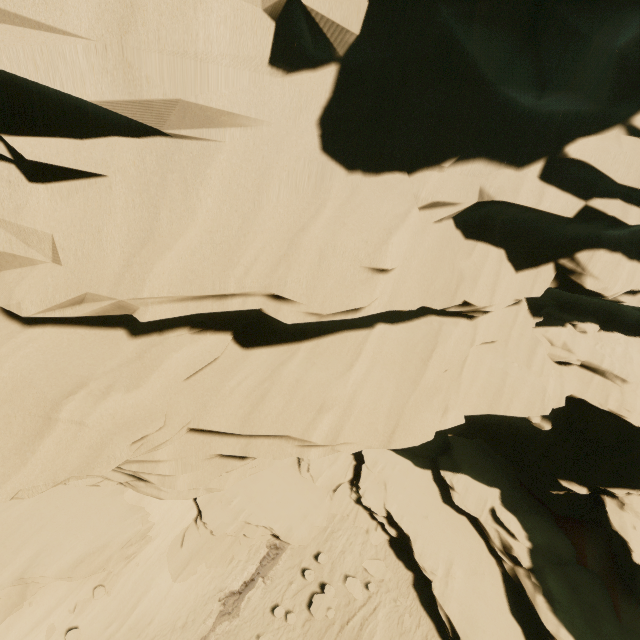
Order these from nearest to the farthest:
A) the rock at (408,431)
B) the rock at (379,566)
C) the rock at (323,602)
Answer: the rock at (408,431) < the rock at (323,602) < the rock at (379,566)

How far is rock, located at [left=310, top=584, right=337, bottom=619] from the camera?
13.99m

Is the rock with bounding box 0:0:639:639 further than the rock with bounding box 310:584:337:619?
No

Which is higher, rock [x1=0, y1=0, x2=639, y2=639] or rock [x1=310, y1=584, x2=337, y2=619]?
rock [x1=0, y1=0, x2=639, y2=639]

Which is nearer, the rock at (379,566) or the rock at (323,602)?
the rock at (323,602)

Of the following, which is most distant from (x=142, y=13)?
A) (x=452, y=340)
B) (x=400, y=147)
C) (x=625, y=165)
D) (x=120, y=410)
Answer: (x=625, y=165)
